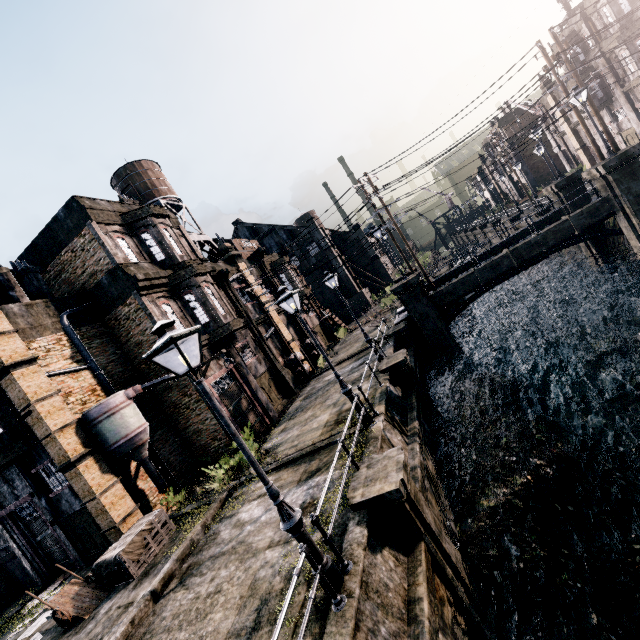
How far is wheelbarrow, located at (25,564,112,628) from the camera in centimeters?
1059cm

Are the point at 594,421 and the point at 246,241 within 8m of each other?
no

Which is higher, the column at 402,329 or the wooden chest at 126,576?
the wooden chest at 126,576

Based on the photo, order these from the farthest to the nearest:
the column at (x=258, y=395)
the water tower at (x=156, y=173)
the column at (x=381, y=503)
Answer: the water tower at (x=156, y=173)
the column at (x=258, y=395)
the column at (x=381, y=503)

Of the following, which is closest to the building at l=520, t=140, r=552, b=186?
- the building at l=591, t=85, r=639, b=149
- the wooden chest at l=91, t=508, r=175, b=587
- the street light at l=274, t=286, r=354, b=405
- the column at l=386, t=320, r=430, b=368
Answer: the building at l=591, t=85, r=639, b=149

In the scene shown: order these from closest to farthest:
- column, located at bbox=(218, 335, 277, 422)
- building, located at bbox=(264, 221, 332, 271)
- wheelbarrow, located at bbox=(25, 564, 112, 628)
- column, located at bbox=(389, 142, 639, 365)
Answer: wheelbarrow, located at bbox=(25, 564, 112, 628)
column, located at bbox=(389, 142, 639, 365)
column, located at bbox=(218, 335, 277, 422)
building, located at bbox=(264, 221, 332, 271)

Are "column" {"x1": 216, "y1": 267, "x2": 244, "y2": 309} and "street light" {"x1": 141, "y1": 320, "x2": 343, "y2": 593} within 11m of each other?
no

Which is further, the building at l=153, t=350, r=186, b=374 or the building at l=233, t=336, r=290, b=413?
the building at l=233, t=336, r=290, b=413
